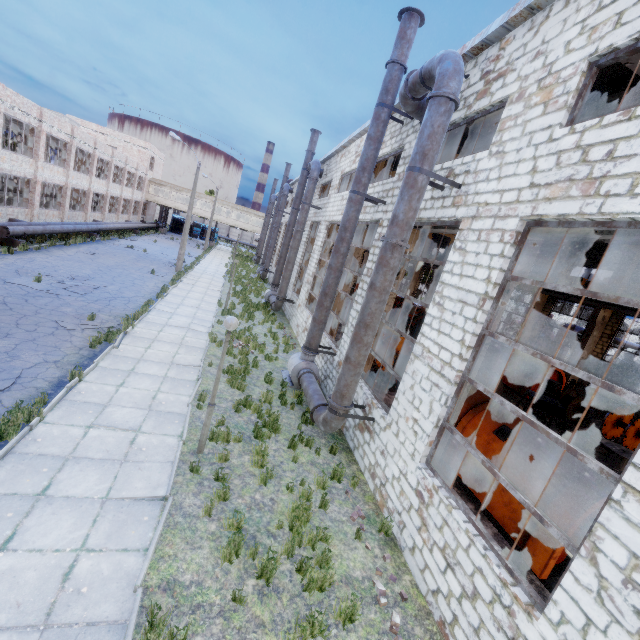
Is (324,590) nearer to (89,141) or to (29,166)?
(29,166)

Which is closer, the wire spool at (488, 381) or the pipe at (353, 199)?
the pipe at (353, 199)

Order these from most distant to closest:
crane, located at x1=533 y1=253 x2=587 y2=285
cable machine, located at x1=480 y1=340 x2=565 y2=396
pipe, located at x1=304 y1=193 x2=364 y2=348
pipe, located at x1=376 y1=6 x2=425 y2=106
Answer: crane, located at x1=533 y1=253 x2=587 y2=285
cable machine, located at x1=480 y1=340 x2=565 y2=396
pipe, located at x1=304 y1=193 x2=364 y2=348
pipe, located at x1=376 y1=6 x2=425 y2=106

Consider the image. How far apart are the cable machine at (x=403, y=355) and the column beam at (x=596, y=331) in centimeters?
1268cm

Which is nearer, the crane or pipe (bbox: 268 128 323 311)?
pipe (bbox: 268 128 323 311)

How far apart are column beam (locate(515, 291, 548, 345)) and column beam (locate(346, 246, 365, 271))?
16.45m

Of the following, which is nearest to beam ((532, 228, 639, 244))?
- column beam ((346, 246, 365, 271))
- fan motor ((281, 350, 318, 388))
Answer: column beam ((346, 246, 365, 271))

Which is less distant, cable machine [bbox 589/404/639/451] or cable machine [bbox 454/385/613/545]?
cable machine [bbox 454/385/613/545]
